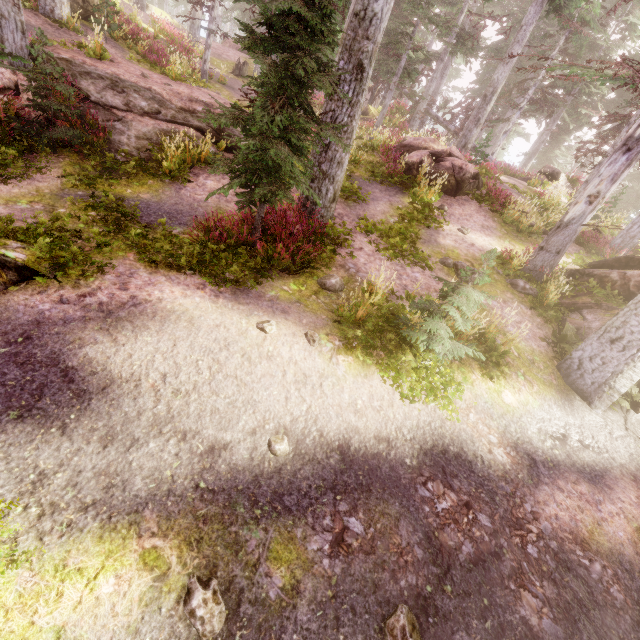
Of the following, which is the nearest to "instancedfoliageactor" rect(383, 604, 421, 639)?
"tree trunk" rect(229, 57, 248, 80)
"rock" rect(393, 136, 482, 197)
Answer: "rock" rect(393, 136, 482, 197)

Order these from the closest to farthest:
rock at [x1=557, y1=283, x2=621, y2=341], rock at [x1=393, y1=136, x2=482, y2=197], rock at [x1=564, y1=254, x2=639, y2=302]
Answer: rock at [x1=557, y1=283, x2=621, y2=341] → rock at [x1=564, y1=254, x2=639, y2=302] → rock at [x1=393, y1=136, x2=482, y2=197]

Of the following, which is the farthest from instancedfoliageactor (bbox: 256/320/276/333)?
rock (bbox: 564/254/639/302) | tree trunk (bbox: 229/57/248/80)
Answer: tree trunk (bbox: 229/57/248/80)

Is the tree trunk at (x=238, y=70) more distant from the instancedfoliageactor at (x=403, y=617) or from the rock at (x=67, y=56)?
the rock at (x=67, y=56)

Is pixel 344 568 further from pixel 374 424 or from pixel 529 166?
pixel 529 166

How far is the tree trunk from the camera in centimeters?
2603cm

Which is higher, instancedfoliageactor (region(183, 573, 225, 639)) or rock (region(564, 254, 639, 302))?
rock (region(564, 254, 639, 302))

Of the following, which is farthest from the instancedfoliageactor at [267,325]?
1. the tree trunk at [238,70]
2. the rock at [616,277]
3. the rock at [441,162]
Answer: the tree trunk at [238,70]
